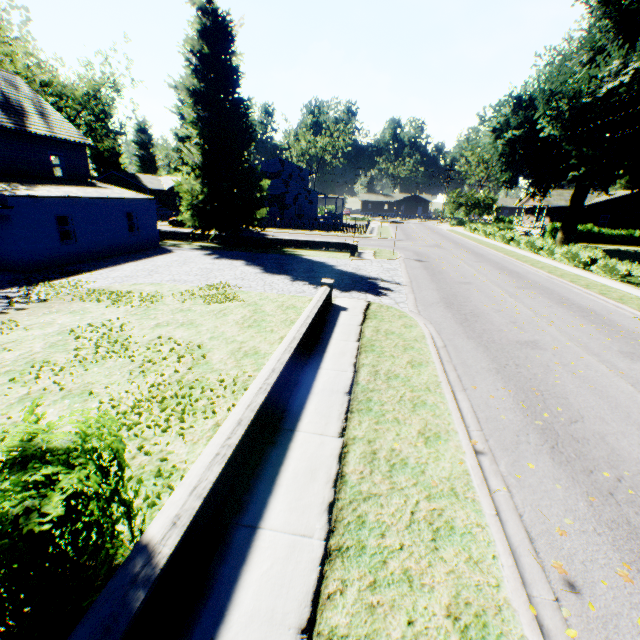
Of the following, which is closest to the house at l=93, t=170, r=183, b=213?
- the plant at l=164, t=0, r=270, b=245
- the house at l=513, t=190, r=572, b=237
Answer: the plant at l=164, t=0, r=270, b=245

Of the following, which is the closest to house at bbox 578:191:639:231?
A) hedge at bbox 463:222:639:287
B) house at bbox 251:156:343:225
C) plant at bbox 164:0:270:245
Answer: plant at bbox 164:0:270:245

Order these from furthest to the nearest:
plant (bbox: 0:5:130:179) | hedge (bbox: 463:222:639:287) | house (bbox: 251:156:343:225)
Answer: house (bbox: 251:156:343:225), plant (bbox: 0:5:130:179), hedge (bbox: 463:222:639:287)

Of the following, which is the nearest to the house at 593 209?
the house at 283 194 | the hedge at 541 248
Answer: the hedge at 541 248

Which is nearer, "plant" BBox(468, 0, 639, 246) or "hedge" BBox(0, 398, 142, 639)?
"hedge" BBox(0, 398, 142, 639)

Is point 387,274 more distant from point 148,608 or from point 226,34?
point 226,34

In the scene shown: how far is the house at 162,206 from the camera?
49.2 meters

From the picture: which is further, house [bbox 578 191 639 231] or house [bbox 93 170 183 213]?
house [bbox 93 170 183 213]
